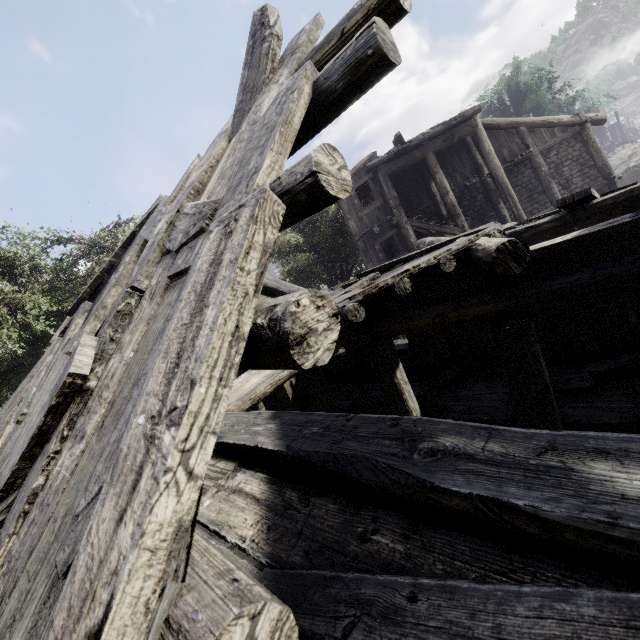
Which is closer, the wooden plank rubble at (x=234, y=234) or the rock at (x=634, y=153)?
the wooden plank rubble at (x=234, y=234)

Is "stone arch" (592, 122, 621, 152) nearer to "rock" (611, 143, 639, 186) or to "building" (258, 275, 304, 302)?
"building" (258, 275, 304, 302)

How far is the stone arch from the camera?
42.7 meters

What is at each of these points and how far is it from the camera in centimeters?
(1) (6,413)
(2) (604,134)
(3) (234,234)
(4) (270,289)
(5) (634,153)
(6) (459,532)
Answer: (1) building, 554cm
(2) stone arch, 4275cm
(3) wooden plank rubble, 100cm
(4) building, 715cm
(5) rock, 2977cm
(6) building, 109cm

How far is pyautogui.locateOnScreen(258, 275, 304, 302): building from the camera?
7.1 meters

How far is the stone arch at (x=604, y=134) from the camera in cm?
4272
